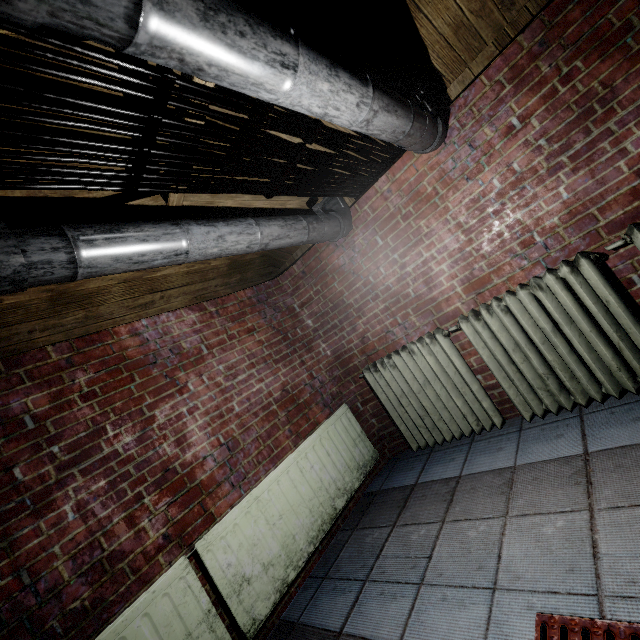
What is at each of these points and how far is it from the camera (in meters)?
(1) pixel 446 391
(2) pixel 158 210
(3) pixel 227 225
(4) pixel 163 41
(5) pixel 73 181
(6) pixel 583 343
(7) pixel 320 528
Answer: (1) radiator, 2.46
(2) beam, 1.80
(3) pipe, 1.56
(4) pipe, 0.62
(5) wire, 1.00
(6) radiator, 1.84
(7) radiator, 2.19

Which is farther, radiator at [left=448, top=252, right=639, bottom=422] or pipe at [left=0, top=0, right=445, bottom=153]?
radiator at [left=448, top=252, right=639, bottom=422]

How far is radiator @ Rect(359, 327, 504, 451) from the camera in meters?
2.3

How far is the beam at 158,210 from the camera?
1.6m

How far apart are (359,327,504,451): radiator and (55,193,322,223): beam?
1.3 meters

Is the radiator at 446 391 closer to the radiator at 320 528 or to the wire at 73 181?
the radiator at 320 528

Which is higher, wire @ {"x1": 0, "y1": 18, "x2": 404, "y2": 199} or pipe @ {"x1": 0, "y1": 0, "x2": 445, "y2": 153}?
wire @ {"x1": 0, "y1": 18, "x2": 404, "y2": 199}

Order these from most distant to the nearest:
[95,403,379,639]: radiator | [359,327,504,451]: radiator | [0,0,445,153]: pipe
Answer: [359,327,504,451]: radiator < [95,403,379,639]: radiator < [0,0,445,153]: pipe
